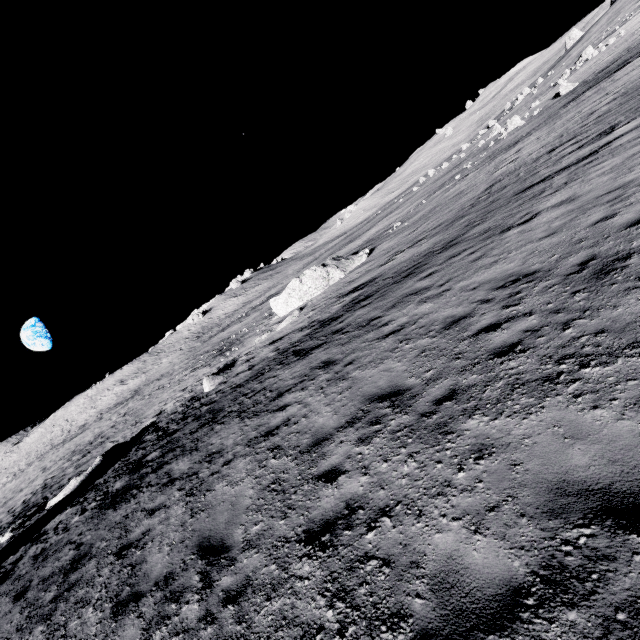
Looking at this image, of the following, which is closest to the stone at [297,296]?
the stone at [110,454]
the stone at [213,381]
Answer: the stone at [213,381]

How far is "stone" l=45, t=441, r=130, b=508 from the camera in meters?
17.3

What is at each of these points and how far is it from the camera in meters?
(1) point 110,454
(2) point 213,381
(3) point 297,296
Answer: (1) stone, 18.8 m
(2) stone, 19.7 m
(3) stone, 26.8 m

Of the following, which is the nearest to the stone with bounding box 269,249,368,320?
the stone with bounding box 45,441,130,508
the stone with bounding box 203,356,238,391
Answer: the stone with bounding box 203,356,238,391

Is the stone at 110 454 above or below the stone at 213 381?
above

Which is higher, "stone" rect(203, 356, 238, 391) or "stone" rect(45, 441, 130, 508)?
"stone" rect(45, 441, 130, 508)

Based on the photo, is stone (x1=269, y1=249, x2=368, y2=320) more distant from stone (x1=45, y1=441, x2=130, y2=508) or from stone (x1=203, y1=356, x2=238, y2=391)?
stone (x1=45, y1=441, x2=130, y2=508)
